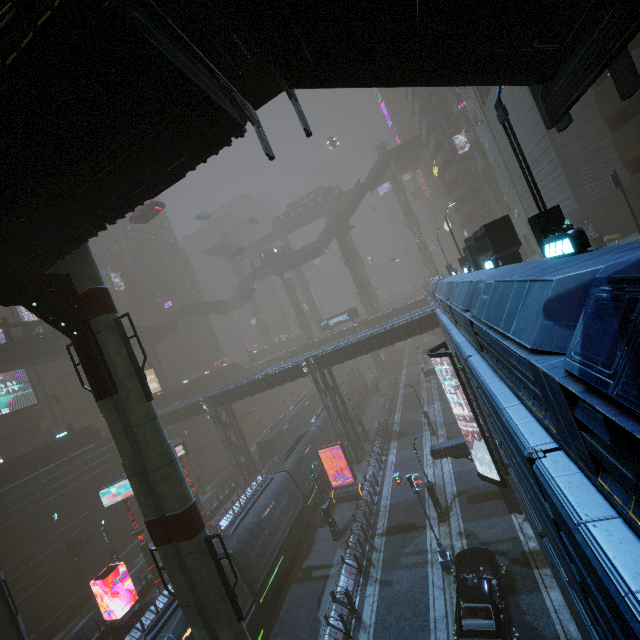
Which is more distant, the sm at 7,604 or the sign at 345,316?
the sign at 345,316

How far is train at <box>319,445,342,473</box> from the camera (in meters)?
31.56

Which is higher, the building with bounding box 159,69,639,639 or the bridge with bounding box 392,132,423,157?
the bridge with bounding box 392,132,423,157

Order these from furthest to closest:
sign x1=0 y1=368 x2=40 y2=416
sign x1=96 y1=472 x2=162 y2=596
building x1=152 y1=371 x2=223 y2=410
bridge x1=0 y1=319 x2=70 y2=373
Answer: building x1=152 y1=371 x2=223 y2=410 < sign x1=0 y1=368 x2=40 y2=416 < bridge x1=0 y1=319 x2=70 y2=373 < sign x1=96 y1=472 x2=162 y2=596

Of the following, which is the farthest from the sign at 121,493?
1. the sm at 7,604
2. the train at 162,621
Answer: the train at 162,621

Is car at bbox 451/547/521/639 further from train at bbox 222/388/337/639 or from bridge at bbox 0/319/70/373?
bridge at bbox 0/319/70/373

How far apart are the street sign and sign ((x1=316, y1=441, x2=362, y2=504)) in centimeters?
921cm

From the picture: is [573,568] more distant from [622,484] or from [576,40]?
[576,40]
